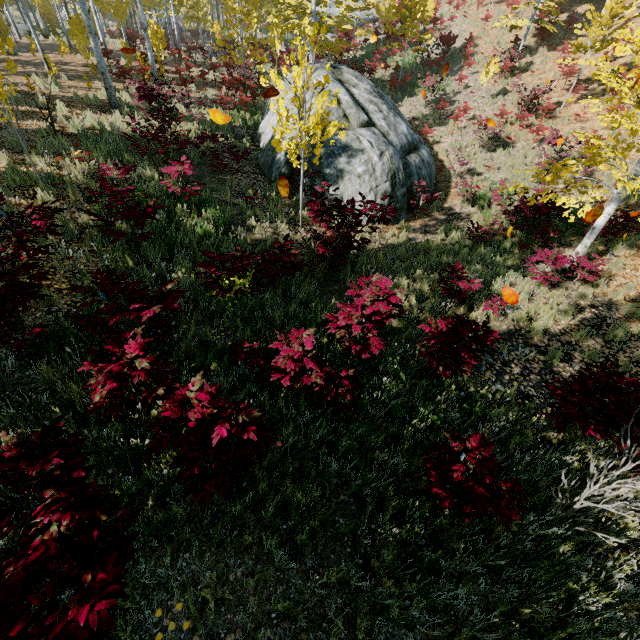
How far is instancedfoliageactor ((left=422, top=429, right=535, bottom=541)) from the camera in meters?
3.0 m

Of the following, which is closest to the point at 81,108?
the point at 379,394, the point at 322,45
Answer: the point at 379,394

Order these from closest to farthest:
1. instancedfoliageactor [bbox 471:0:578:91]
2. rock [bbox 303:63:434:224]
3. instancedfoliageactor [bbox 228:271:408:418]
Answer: instancedfoliageactor [bbox 228:271:408:418], rock [bbox 303:63:434:224], instancedfoliageactor [bbox 471:0:578:91]

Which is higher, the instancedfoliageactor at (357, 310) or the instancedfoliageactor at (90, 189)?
the instancedfoliageactor at (90, 189)

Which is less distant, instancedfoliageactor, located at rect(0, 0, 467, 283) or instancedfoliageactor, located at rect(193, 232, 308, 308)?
instancedfoliageactor, located at rect(193, 232, 308, 308)

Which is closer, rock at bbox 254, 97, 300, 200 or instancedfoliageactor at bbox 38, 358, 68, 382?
instancedfoliageactor at bbox 38, 358, 68, 382

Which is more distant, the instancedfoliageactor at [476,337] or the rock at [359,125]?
the rock at [359,125]
